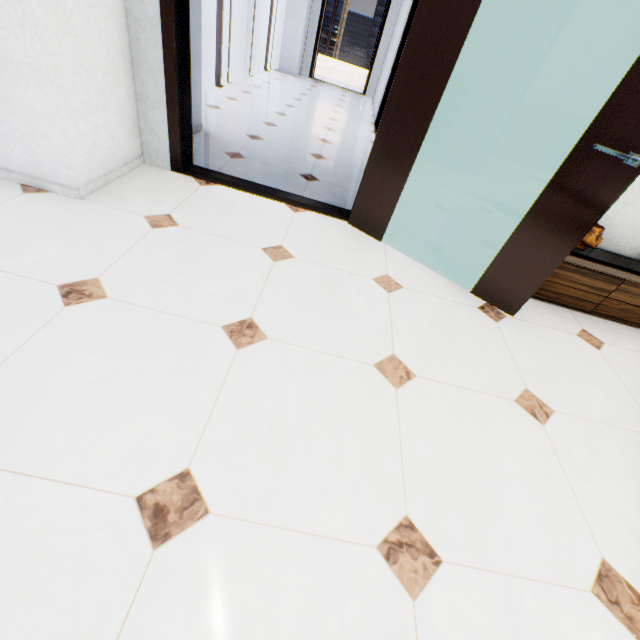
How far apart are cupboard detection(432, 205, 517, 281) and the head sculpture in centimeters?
5cm

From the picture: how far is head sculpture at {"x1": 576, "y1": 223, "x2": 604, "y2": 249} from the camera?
2.33m

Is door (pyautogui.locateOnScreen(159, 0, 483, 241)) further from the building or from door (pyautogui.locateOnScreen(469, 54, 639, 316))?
the building

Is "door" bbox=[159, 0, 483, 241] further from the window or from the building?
the building

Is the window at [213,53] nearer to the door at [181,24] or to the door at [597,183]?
the door at [181,24]

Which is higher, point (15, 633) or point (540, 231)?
point (540, 231)

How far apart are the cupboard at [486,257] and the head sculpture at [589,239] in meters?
0.0 m

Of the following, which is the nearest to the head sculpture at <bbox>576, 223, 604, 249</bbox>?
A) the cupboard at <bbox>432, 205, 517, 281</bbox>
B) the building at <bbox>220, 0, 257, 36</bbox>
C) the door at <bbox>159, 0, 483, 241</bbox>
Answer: the cupboard at <bbox>432, 205, 517, 281</bbox>
